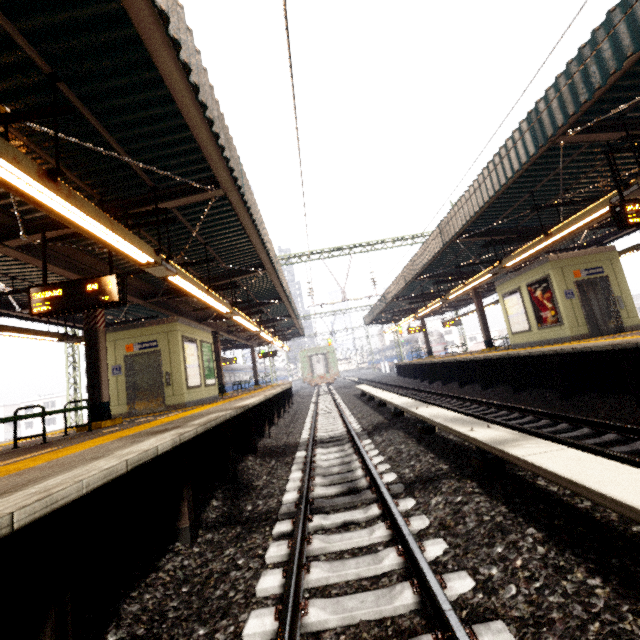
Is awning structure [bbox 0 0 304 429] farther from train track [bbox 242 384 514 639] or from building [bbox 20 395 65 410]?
building [bbox 20 395 65 410]

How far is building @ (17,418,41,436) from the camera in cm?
5816

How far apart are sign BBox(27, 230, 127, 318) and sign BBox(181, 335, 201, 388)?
5.1 meters

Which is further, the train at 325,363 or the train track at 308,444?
the train at 325,363

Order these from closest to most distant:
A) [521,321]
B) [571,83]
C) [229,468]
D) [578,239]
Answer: [571,83]
[229,468]
[521,321]
[578,239]

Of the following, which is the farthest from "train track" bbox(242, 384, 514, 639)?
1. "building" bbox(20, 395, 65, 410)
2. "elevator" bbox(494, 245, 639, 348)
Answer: "building" bbox(20, 395, 65, 410)

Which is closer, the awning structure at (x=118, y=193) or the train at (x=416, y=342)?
the awning structure at (x=118, y=193)

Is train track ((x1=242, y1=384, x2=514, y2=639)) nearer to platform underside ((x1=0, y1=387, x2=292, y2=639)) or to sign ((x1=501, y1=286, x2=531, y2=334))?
platform underside ((x1=0, y1=387, x2=292, y2=639))
